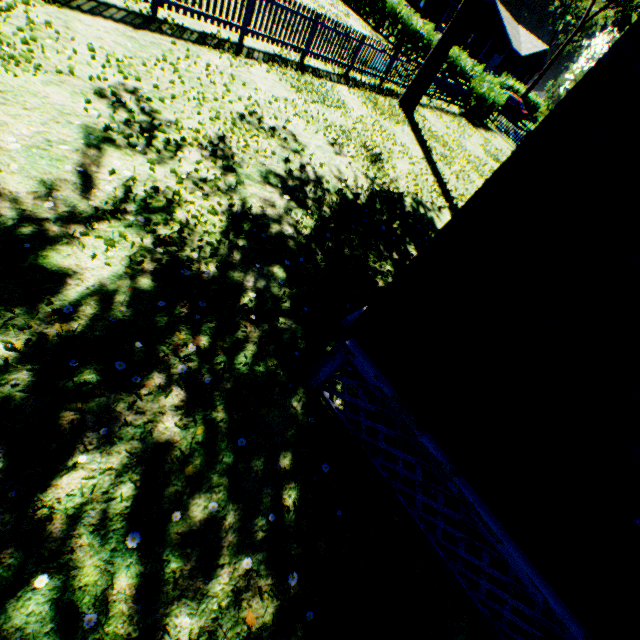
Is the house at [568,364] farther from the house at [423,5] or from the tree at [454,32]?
the house at [423,5]

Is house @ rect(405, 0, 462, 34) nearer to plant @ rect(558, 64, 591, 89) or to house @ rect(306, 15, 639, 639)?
plant @ rect(558, 64, 591, 89)

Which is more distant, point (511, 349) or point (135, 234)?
point (135, 234)

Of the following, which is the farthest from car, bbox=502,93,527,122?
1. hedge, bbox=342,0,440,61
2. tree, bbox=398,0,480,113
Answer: tree, bbox=398,0,480,113

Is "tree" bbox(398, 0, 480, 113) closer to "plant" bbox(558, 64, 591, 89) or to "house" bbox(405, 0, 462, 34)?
"plant" bbox(558, 64, 591, 89)

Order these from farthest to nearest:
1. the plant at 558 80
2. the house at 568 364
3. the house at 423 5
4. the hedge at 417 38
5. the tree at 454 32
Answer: the house at 423 5 < the hedge at 417 38 < the plant at 558 80 < the tree at 454 32 < the house at 568 364

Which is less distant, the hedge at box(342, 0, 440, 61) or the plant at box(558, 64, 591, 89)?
the plant at box(558, 64, 591, 89)

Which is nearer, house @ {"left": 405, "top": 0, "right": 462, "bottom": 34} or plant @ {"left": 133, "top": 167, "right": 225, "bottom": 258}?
plant @ {"left": 133, "top": 167, "right": 225, "bottom": 258}
